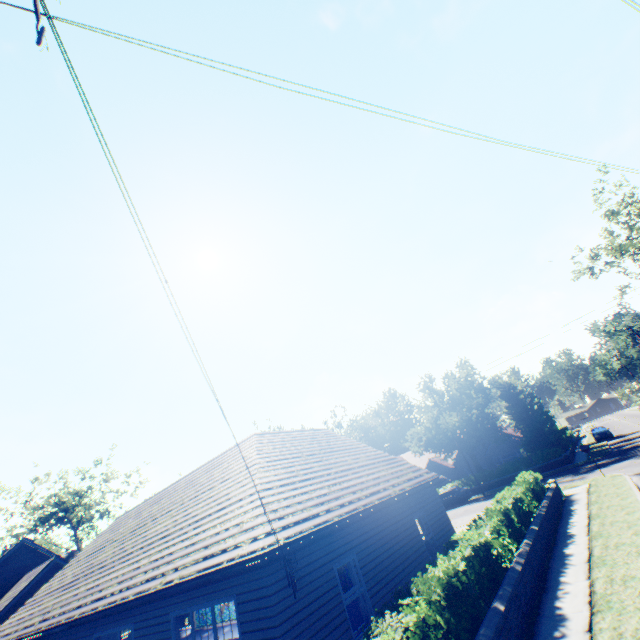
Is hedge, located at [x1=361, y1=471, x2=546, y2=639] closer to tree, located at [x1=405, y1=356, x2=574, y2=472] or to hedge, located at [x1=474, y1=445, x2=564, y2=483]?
tree, located at [x1=405, y1=356, x2=574, y2=472]

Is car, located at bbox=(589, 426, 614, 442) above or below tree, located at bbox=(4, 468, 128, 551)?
below

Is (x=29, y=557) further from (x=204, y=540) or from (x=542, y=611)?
(x=542, y=611)

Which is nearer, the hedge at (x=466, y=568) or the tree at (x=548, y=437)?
the hedge at (x=466, y=568)

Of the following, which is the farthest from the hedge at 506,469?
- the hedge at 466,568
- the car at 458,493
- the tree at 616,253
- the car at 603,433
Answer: the hedge at 466,568

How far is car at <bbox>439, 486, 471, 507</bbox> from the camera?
32.4m

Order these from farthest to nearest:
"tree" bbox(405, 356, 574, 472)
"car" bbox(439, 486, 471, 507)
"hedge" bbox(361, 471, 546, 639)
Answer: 1. "tree" bbox(405, 356, 574, 472)
2. "car" bbox(439, 486, 471, 507)
3. "hedge" bbox(361, 471, 546, 639)

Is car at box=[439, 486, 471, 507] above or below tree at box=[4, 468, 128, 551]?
below
